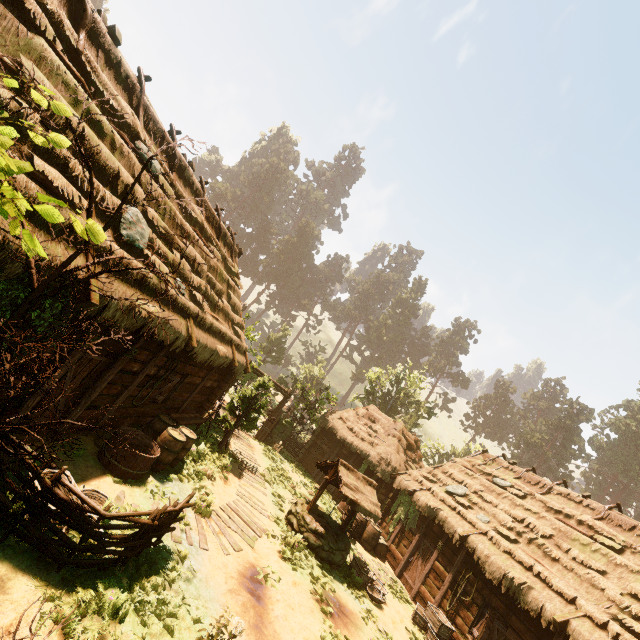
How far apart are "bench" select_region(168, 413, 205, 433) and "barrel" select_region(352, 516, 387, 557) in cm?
885

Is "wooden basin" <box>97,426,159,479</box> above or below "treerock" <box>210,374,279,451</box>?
below

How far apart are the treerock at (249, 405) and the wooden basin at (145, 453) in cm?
495

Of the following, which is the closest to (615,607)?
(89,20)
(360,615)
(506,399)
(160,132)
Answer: (360,615)

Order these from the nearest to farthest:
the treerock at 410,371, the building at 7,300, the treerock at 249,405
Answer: the building at 7,300, the treerock at 249,405, the treerock at 410,371

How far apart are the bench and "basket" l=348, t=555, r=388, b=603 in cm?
734

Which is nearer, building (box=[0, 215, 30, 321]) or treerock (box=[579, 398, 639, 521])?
building (box=[0, 215, 30, 321])

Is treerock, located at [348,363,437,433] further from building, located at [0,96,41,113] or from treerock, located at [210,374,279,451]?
treerock, located at [210,374,279,451]
